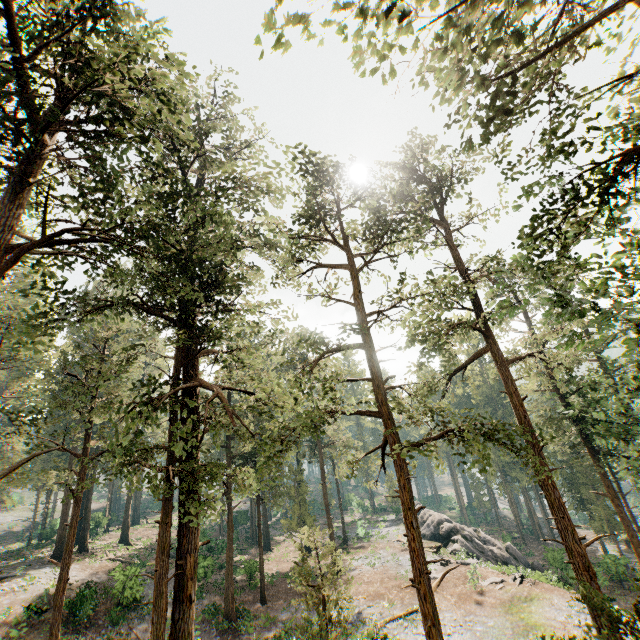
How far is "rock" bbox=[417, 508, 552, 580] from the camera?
30.53m

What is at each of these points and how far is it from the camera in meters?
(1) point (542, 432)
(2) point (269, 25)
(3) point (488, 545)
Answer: (1) foliage, 8.6 m
(2) foliage, 6.5 m
(3) rock, 35.2 m

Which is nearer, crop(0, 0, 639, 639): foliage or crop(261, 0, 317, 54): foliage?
crop(261, 0, 317, 54): foliage

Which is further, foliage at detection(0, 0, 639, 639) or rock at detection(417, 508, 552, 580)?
rock at detection(417, 508, 552, 580)

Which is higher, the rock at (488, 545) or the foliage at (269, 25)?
the foliage at (269, 25)

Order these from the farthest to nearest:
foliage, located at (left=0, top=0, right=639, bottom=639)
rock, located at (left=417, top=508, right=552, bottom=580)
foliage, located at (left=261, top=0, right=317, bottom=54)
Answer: rock, located at (left=417, top=508, right=552, bottom=580), foliage, located at (left=0, top=0, right=639, bottom=639), foliage, located at (left=261, top=0, right=317, bottom=54)

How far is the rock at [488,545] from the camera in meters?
30.5 m
